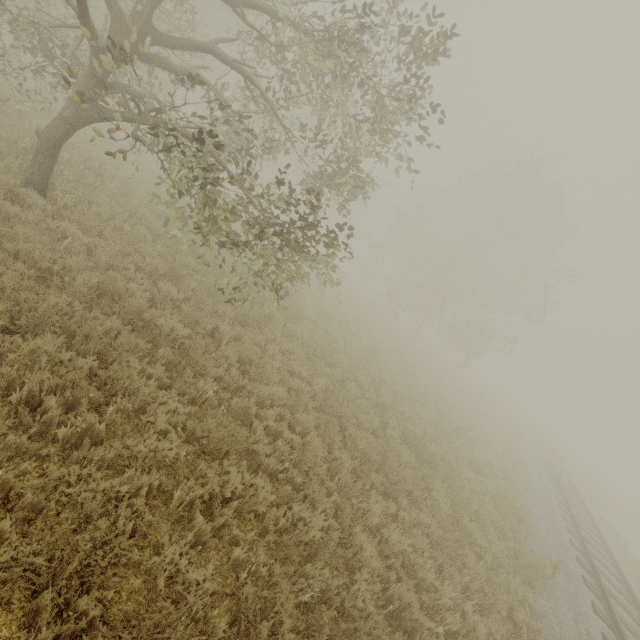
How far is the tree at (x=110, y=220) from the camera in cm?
794

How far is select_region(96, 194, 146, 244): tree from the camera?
7.94m

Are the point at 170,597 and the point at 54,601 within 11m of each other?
yes
